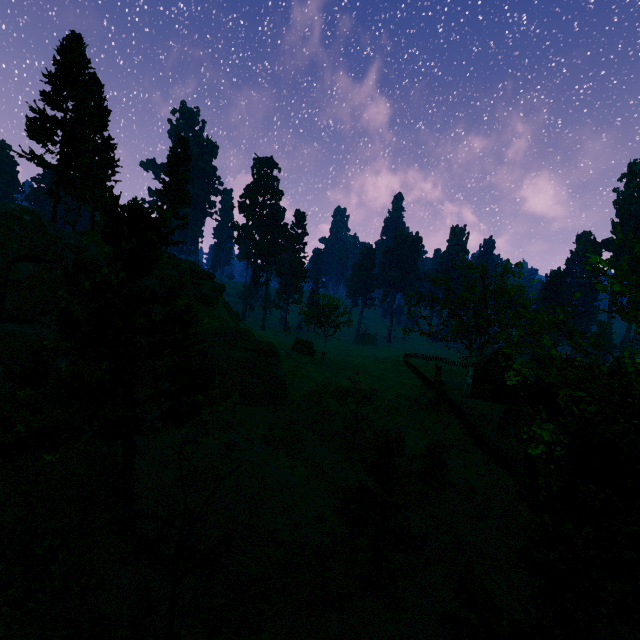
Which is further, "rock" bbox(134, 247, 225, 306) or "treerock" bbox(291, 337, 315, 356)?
"treerock" bbox(291, 337, 315, 356)

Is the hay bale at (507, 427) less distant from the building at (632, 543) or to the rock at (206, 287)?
the building at (632, 543)

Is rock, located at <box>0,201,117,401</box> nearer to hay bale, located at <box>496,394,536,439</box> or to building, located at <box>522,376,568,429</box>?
building, located at <box>522,376,568,429</box>

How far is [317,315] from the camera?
51.2m

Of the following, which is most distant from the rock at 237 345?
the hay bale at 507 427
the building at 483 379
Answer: the hay bale at 507 427

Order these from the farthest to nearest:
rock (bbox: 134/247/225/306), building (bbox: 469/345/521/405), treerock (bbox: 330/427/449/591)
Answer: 1. building (bbox: 469/345/521/405)
2. rock (bbox: 134/247/225/306)
3. treerock (bbox: 330/427/449/591)

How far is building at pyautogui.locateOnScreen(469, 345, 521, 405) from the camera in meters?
48.4 m
